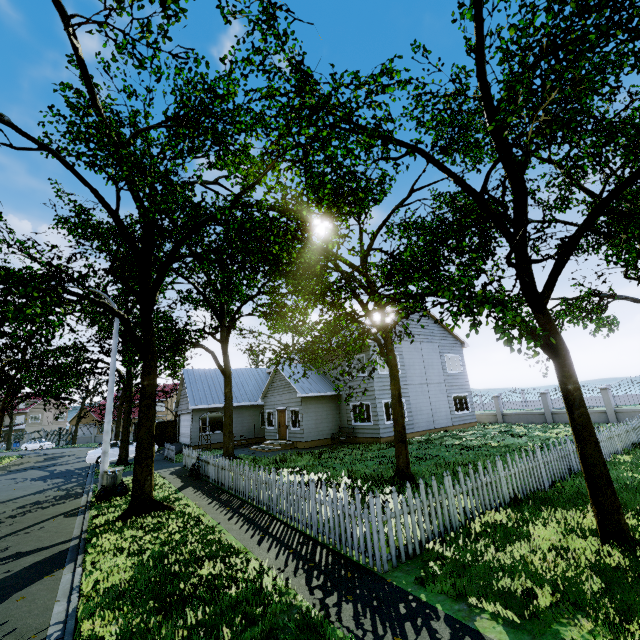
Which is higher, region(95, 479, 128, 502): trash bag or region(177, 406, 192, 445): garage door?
region(177, 406, 192, 445): garage door

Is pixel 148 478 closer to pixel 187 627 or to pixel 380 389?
pixel 187 627

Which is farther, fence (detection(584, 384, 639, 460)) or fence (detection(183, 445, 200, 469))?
fence (detection(183, 445, 200, 469))

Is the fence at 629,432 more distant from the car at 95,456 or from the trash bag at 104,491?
the car at 95,456

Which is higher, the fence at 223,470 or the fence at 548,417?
the fence at 548,417

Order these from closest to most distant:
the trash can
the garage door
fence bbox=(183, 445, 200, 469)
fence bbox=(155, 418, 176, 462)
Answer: the trash can < fence bbox=(183, 445, 200, 469) < fence bbox=(155, 418, 176, 462) < the garage door

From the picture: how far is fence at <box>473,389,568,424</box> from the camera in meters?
21.6

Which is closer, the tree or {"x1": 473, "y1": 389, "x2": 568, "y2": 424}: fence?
the tree
